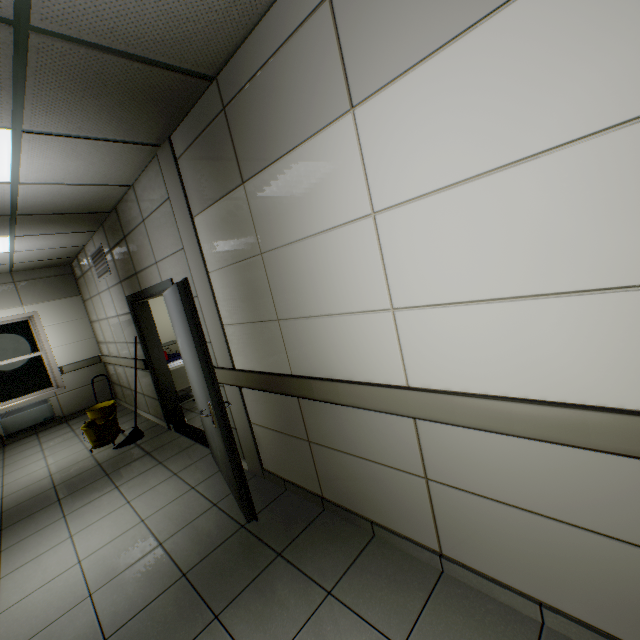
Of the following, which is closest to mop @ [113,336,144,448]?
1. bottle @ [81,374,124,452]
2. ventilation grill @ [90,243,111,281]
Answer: bottle @ [81,374,124,452]

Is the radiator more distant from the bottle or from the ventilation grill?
the ventilation grill

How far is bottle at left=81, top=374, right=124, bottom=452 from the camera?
4.8m

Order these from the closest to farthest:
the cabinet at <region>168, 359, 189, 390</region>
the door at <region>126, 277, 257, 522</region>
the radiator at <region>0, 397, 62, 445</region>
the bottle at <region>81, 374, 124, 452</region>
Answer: the door at <region>126, 277, 257, 522</region>, the bottle at <region>81, 374, 124, 452</region>, the cabinet at <region>168, 359, 189, 390</region>, the radiator at <region>0, 397, 62, 445</region>

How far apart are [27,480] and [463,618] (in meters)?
5.66

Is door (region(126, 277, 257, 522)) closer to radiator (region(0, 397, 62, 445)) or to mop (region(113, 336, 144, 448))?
mop (region(113, 336, 144, 448))

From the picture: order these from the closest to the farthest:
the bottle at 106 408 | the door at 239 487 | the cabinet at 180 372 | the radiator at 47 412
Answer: the door at 239 487 < the bottle at 106 408 < the cabinet at 180 372 < the radiator at 47 412

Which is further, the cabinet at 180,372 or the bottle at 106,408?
the cabinet at 180,372
